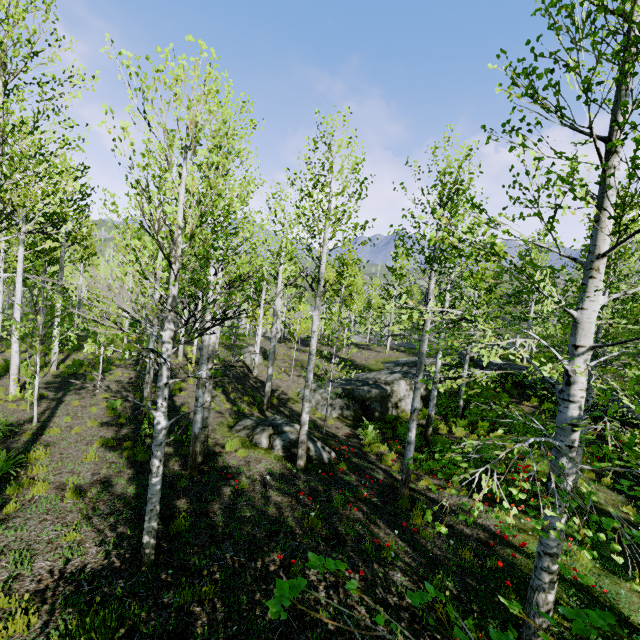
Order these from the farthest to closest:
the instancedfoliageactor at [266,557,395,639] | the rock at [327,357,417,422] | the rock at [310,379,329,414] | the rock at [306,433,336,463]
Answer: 1. the rock at [310,379,329,414]
2. the rock at [327,357,417,422]
3. the rock at [306,433,336,463]
4. the instancedfoliageactor at [266,557,395,639]

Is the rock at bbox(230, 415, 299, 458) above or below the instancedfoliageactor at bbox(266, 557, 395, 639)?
below

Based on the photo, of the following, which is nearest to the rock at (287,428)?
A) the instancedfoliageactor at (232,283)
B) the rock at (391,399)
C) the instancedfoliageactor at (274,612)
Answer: the instancedfoliageactor at (274,612)

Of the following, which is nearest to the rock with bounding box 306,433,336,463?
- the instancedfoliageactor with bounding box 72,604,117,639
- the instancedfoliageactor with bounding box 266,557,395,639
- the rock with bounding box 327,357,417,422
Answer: the instancedfoliageactor with bounding box 266,557,395,639

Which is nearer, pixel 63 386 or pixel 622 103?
pixel 622 103

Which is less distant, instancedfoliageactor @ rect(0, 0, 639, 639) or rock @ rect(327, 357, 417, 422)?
A: instancedfoliageactor @ rect(0, 0, 639, 639)

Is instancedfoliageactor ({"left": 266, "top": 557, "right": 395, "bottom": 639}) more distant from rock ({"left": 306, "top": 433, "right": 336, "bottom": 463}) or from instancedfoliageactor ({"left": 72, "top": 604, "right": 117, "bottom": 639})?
instancedfoliageactor ({"left": 72, "top": 604, "right": 117, "bottom": 639})

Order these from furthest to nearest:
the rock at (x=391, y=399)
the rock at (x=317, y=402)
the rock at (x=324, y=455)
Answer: the rock at (x=317, y=402) → the rock at (x=391, y=399) → the rock at (x=324, y=455)
